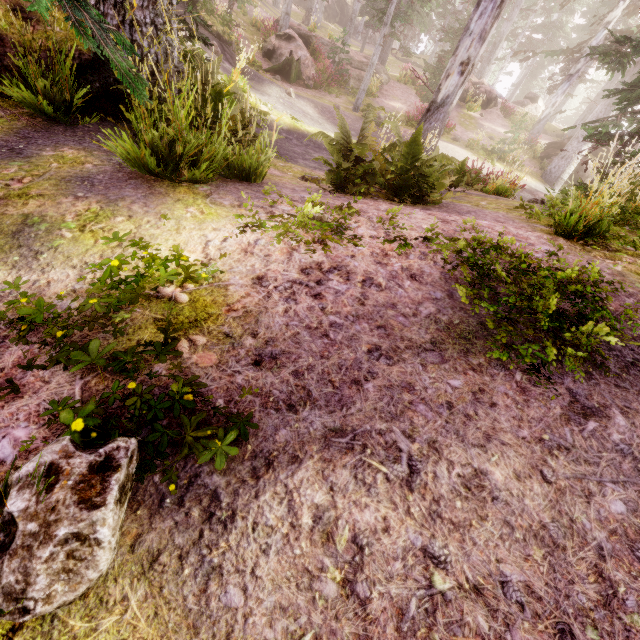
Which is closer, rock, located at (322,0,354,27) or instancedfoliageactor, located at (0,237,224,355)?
instancedfoliageactor, located at (0,237,224,355)

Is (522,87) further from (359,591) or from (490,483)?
(359,591)

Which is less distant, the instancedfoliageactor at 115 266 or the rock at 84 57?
the instancedfoliageactor at 115 266

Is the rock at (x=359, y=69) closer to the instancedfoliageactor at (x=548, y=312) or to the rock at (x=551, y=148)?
the instancedfoliageactor at (x=548, y=312)

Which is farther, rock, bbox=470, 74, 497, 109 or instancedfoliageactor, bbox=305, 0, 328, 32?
rock, bbox=470, 74, 497, 109

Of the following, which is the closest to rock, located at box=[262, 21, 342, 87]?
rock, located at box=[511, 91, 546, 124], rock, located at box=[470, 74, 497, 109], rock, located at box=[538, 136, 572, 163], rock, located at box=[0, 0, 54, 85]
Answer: rock, located at box=[470, 74, 497, 109]

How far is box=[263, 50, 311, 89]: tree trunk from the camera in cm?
1628
